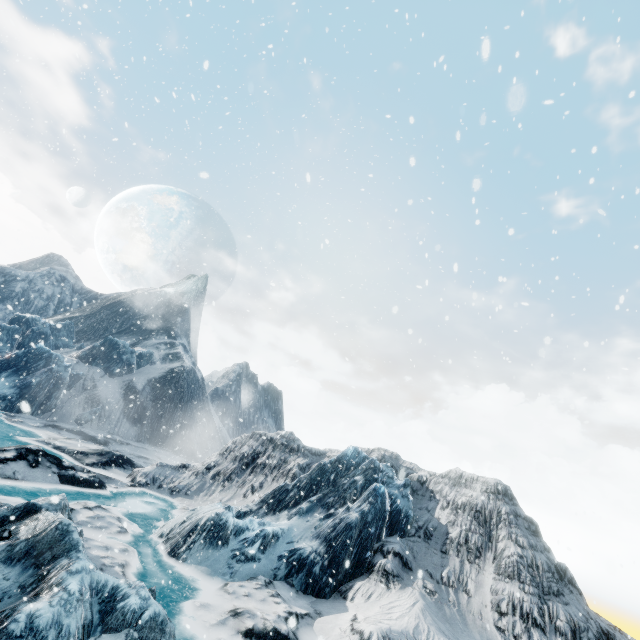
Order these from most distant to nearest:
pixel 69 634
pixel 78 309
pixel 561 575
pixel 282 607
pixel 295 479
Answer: pixel 78 309, pixel 295 479, pixel 561 575, pixel 282 607, pixel 69 634
